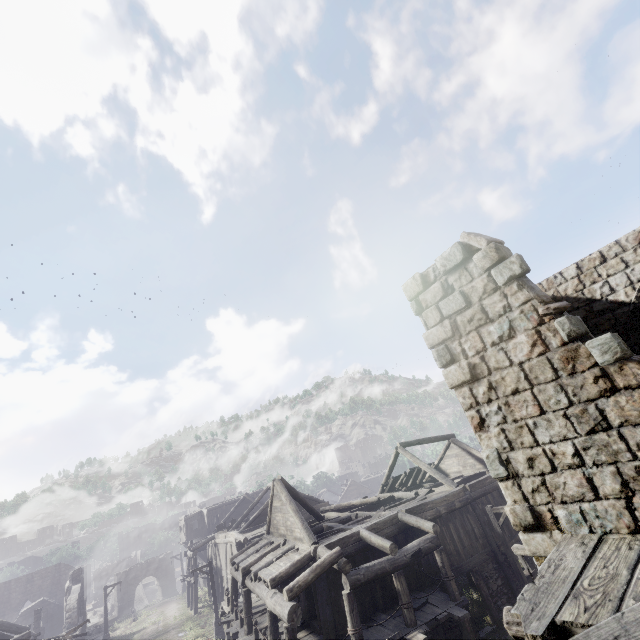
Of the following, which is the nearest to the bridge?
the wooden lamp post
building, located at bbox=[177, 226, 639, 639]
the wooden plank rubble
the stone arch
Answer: the stone arch

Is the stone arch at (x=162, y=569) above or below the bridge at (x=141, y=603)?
above

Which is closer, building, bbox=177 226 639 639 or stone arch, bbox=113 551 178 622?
building, bbox=177 226 639 639

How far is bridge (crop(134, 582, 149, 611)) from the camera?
52.6 meters

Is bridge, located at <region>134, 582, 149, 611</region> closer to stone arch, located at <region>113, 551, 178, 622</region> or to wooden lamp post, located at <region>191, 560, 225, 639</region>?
stone arch, located at <region>113, 551, 178, 622</region>

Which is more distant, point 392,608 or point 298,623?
point 392,608

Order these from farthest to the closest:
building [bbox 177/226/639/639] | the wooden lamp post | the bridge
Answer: the bridge → the wooden lamp post → building [bbox 177/226/639/639]

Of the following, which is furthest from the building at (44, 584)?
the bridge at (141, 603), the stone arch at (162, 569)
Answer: the bridge at (141, 603)
